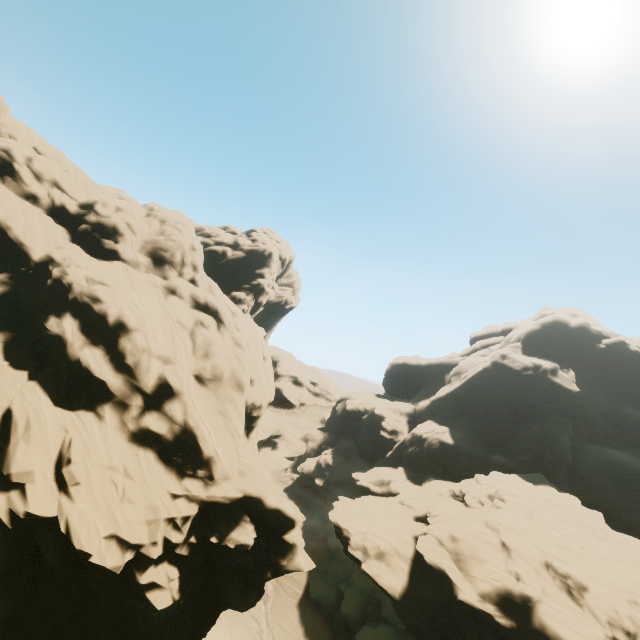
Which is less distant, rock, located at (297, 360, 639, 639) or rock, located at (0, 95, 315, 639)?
rock, located at (0, 95, 315, 639)

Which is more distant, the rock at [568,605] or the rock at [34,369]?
the rock at [568,605]

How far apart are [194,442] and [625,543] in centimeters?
4643cm
